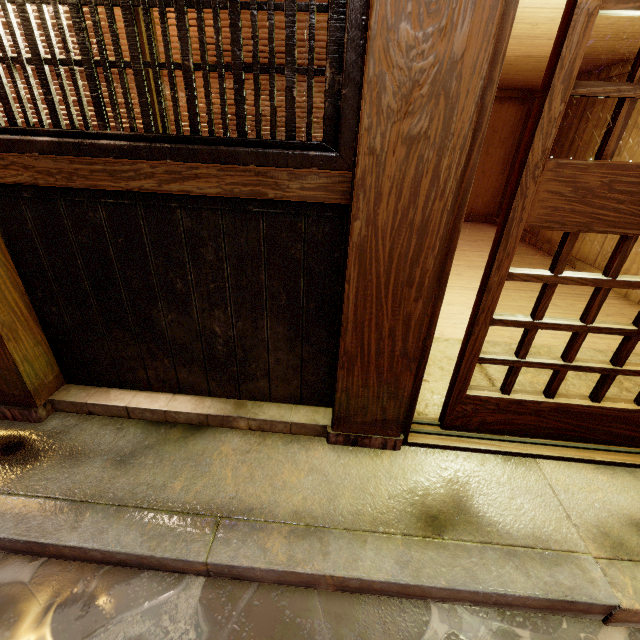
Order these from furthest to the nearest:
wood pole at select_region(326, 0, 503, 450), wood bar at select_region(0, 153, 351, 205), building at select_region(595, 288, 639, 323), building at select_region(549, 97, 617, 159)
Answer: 1. building at select_region(549, 97, 617, 159)
2. building at select_region(595, 288, 639, 323)
3. wood bar at select_region(0, 153, 351, 205)
4. wood pole at select_region(326, 0, 503, 450)

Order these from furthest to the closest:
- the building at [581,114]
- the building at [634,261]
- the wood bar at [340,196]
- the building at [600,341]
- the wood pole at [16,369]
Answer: the building at [581,114]
the building at [634,261]
the building at [600,341]
the wood pole at [16,369]
the wood bar at [340,196]

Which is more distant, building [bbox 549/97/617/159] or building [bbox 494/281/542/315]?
building [bbox 549/97/617/159]

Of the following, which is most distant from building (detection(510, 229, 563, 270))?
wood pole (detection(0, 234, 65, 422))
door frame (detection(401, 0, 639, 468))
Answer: wood pole (detection(0, 234, 65, 422))

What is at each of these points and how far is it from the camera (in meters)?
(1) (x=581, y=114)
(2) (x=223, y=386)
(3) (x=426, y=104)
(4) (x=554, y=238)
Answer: (1) building, 10.48
(2) foundation, 3.95
(3) wood pole, 2.12
(4) building, 11.33

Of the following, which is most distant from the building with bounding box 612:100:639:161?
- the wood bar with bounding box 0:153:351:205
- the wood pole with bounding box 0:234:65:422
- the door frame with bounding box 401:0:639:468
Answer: the wood pole with bounding box 0:234:65:422

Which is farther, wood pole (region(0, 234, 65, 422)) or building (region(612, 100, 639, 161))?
building (region(612, 100, 639, 161))

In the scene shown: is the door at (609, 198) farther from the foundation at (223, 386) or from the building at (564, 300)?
the foundation at (223, 386)
